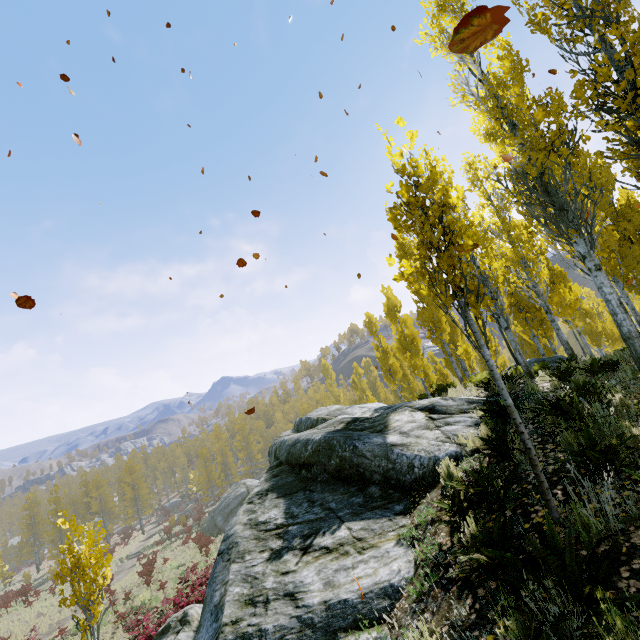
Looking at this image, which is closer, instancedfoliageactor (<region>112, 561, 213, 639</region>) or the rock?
the rock

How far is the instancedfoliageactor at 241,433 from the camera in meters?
46.8 m

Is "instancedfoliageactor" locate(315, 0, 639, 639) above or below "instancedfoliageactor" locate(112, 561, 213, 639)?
above

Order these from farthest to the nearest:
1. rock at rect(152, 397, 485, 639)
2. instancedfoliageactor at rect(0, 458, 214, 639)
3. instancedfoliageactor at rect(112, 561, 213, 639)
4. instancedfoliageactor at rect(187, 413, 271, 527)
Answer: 1. instancedfoliageactor at rect(187, 413, 271, 527)
2. instancedfoliageactor at rect(112, 561, 213, 639)
3. instancedfoliageactor at rect(0, 458, 214, 639)
4. rock at rect(152, 397, 485, 639)

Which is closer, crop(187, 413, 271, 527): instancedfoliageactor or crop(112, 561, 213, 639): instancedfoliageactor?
crop(112, 561, 213, 639): instancedfoliageactor

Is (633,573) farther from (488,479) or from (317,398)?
(317,398)

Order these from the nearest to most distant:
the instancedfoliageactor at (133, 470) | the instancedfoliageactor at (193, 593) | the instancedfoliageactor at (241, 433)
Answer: the instancedfoliageactor at (133, 470), the instancedfoliageactor at (193, 593), the instancedfoliageactor at (241, 433)

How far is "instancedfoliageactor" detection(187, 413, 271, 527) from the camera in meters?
46.8 m
